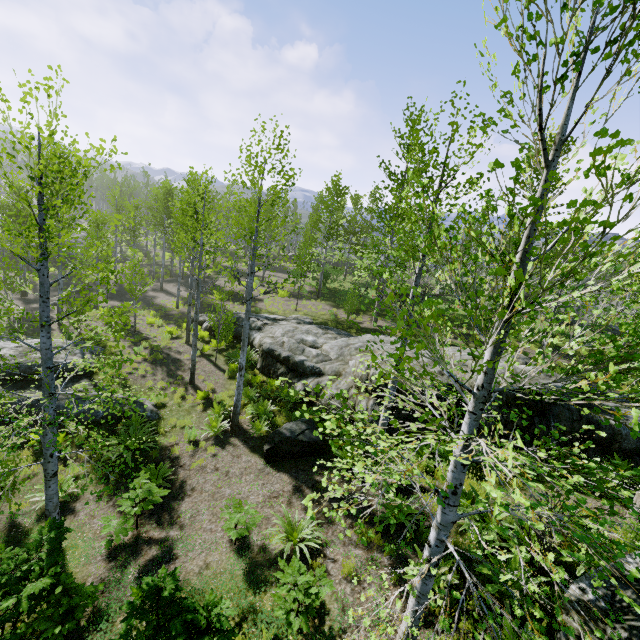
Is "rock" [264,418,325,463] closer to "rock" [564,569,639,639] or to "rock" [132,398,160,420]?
"rock" [564,569,639,639]

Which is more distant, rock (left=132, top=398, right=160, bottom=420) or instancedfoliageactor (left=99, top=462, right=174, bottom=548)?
rock (left=132, top=398, right=160, bottom=420)

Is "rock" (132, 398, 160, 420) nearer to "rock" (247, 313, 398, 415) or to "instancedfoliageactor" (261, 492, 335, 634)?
"instancedfoliageactor" (261, 492, 335, 634)

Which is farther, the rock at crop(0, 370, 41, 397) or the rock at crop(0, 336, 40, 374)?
the rock at crop(0, 336, 40, 374)

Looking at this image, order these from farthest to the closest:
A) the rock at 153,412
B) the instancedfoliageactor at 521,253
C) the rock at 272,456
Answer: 1. the rock at 153,412
2. the rock at 272,456
3. the instancedfoliageactor at 521,253

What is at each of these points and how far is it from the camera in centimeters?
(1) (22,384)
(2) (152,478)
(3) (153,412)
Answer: (1) rock, 1175cm
(2) instancedfoliageactor, 889cm
(3) rock, 1205cm

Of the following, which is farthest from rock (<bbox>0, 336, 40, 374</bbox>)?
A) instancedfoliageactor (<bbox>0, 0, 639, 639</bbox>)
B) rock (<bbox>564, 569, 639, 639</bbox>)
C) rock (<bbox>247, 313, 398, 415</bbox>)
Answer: rock (<bbox>564, 569, 639, 639</bbox>)

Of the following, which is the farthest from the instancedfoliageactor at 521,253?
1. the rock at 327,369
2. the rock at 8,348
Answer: the rock at 8,348
